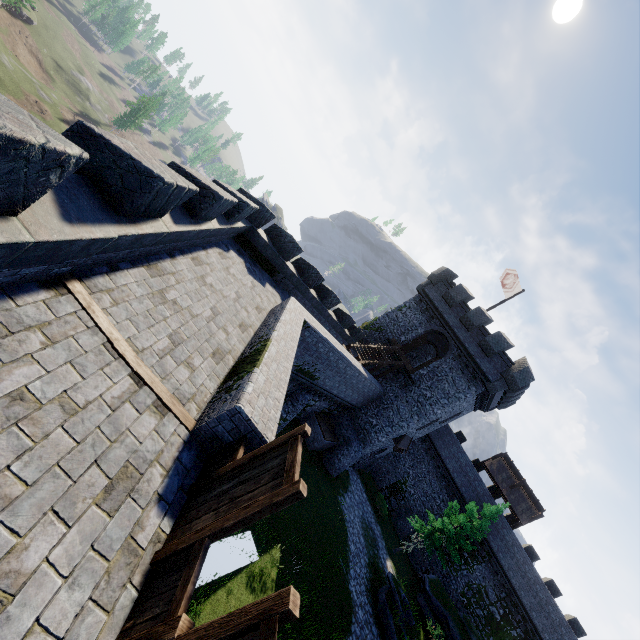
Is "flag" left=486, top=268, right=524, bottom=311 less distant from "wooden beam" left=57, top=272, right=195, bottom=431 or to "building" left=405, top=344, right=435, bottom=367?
"building" left=405, top=344, right=435, bottom=367

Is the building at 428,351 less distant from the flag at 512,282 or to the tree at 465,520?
the flag at 512,282

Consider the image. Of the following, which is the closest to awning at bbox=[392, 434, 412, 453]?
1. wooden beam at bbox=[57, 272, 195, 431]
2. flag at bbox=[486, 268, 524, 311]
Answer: flag at bbox=[486, 268, 524, 311]

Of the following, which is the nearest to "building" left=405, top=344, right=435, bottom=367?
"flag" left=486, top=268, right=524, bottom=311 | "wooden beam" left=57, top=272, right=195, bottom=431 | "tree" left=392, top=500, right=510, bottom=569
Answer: "flag" left=486, top=268, right=524, bottom=311

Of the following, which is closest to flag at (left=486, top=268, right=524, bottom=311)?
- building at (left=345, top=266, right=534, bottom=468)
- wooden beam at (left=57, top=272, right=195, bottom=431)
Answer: building at (left=345, top=266, right=534, bottom=468)

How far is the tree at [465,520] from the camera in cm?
2605

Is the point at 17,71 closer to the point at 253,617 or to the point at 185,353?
the point at 185,353

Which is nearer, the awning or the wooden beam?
the wooden beam
